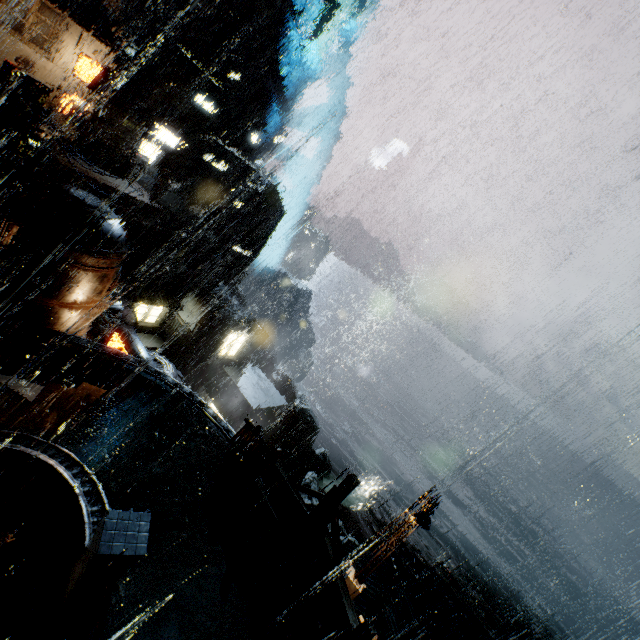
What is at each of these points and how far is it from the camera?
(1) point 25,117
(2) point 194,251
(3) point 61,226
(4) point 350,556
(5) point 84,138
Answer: (1) lamp post, 9.37m
(2) gear, 46.06m
(3) building vent, 11.83m
(4) building, 23.83m
(5) pipe, 25.73m

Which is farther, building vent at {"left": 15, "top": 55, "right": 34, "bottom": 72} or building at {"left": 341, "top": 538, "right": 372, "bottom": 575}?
building at {"left": 341, "top": 538, "right": 372, "bottom": 575}

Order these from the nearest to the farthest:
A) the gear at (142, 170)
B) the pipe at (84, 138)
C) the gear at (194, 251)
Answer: the pipe at (84, 138)
the gear at (142, 170)
the gear at (194, 251)

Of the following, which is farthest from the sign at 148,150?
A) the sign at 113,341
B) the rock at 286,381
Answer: the rock at 286,381

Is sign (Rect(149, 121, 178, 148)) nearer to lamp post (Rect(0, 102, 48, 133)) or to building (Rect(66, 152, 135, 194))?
building (Rect(66, 152, 135, 194))

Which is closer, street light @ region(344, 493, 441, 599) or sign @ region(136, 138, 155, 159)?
street light @ region(344, 493, 441, 599)

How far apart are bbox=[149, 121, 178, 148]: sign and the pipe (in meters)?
6.71

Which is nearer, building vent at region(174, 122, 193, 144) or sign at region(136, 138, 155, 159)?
sign at region(136, 138, 155, 159)
